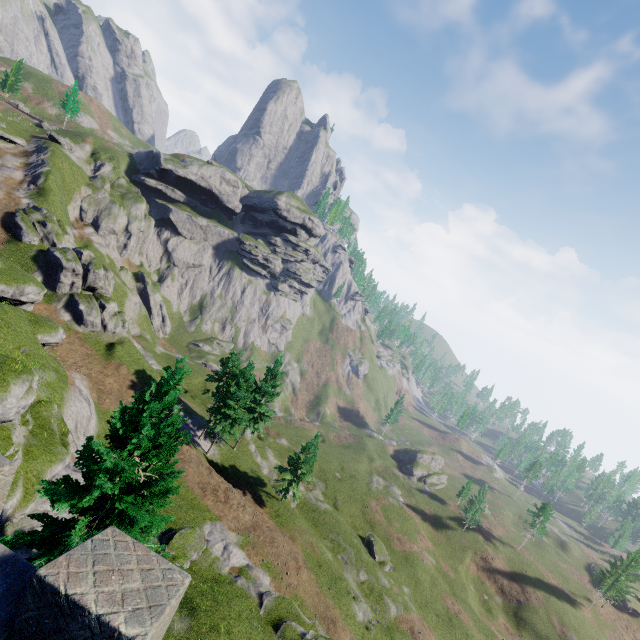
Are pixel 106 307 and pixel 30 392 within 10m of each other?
no

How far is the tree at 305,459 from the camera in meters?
38.0

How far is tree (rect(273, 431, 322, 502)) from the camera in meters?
38.0
